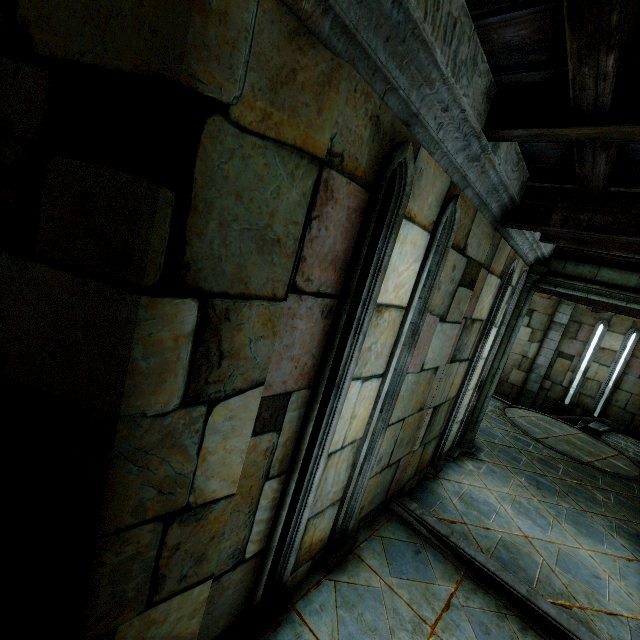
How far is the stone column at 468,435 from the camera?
5.86m

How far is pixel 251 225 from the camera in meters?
1.4 m

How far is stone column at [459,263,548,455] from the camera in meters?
5.9 m

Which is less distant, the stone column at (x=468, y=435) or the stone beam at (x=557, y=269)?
the stone beam at (x=557, y=269)

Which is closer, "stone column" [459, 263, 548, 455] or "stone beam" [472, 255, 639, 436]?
"stone beam" [472, 255, 639, 436]
